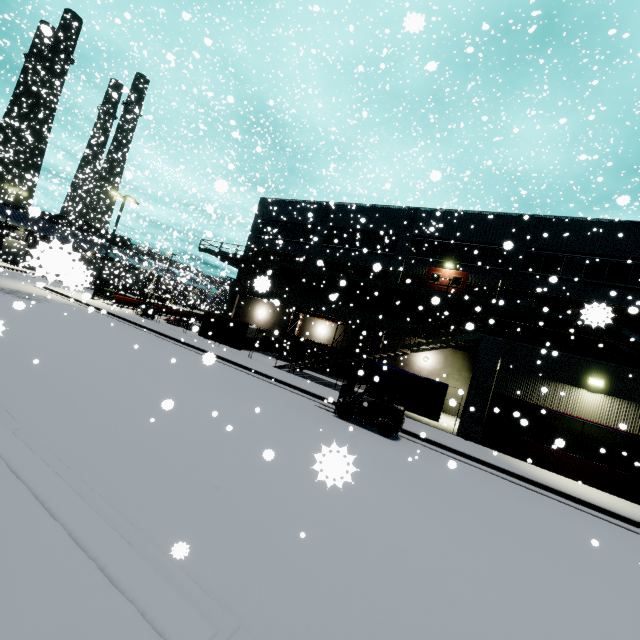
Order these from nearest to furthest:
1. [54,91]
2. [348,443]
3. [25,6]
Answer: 1. [348,443]
2. [25,6]
3. [54,91]

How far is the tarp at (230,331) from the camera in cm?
2148

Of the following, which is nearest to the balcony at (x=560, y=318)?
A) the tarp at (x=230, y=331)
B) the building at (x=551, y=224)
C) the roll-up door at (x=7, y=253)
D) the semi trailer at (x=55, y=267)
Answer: the building at (x=551, y=224)

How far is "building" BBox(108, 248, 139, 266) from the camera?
25.35m

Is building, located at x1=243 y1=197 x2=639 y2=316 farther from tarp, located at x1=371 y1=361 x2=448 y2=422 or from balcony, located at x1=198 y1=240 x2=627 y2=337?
tarp, located at x1=371 y1=361 x2=448 y2=422

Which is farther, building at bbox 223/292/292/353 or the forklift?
building at bbox 223/292/292/353

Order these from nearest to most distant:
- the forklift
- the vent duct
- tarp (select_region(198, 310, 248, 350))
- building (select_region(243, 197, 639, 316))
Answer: the forklift
building (select_region(243, 197, 639, 316))
tarp (select_region(198, 310, 248, 350))
the vent duct

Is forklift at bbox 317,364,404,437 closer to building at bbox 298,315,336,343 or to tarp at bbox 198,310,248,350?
tarp at bbox 198,310,248,350
